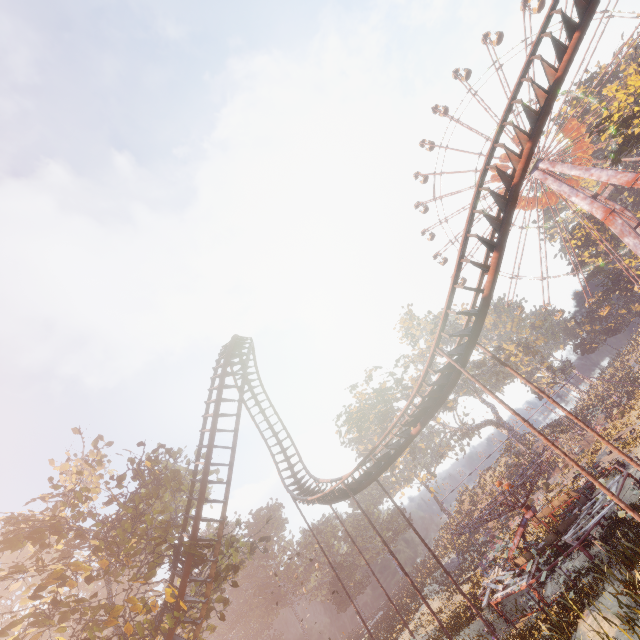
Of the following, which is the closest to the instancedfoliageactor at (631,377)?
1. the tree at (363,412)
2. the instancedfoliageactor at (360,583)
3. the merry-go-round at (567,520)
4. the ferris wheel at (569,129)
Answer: the ferris wheel at (569,129)

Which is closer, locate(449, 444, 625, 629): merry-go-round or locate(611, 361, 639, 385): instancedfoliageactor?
locate(449, 444, 625, 629): merry-go-round

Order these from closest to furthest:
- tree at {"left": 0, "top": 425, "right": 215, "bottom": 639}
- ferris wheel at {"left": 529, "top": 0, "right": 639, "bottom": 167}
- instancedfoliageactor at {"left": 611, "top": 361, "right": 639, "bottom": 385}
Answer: tree at {"left": 0, "top": 425, "right": 215, "bottom": 639}
ferris wheel at {"left": 529, "top": 0, "right": 639, "bottom": 167}
instancedfoliageactor at {"left": 611, "top": 361, "right": 639, "bottom": 385}

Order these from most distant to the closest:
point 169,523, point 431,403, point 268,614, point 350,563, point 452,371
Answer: point 268,614 < point 350,563 < point 169,523 < point 431,403 < point 452,371

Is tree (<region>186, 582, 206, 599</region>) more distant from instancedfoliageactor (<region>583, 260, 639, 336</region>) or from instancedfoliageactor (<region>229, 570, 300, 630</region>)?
instancedfoliageactor (<region>583, 260, 639, 336</region>)

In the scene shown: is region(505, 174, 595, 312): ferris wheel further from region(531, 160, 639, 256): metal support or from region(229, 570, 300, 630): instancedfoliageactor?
region(229, 570, 300, 630): instancedfoliageactor

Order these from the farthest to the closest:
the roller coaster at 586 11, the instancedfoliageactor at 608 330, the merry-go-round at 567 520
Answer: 1. the instancedfoliageactor at 608 330
2. the merry-go-round at 567 520
3. the roller coaster at 586 11

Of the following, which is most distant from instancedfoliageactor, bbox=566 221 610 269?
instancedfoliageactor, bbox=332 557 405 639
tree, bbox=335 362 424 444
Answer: instancedfoliageactor, bbox=332 557 405 639
